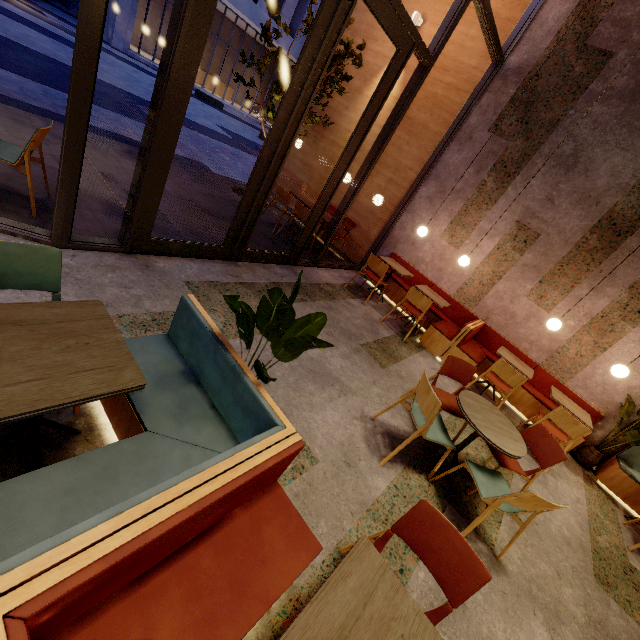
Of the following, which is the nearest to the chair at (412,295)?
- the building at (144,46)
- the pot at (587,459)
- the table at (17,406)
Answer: the pot at (587,459)

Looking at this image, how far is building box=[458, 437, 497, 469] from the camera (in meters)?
3.82

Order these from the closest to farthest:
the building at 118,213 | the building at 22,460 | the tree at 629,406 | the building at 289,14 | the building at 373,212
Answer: the building at 22,460 < the building at 118,213 < the tree at 629,406 < the building at 373,212 < the building at 289,14

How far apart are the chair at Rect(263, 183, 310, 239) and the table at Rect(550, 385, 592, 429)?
5.7m

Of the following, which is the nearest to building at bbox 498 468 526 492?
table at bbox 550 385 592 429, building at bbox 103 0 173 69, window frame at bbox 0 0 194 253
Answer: window frame at bbox 0 0 194 253

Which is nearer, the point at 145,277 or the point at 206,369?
the point at 206,369

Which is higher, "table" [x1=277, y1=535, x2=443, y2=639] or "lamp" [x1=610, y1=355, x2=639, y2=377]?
"lamp" [x1=610, y1=355, x2=639, y2=377]

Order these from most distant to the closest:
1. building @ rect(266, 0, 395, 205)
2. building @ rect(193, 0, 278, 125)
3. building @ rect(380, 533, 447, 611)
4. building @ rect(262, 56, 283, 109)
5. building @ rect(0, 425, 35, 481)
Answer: building @ rect(262, 56, 283, 109), building @ rect(193, 0, 278, 125), building @ rect(266, 0, 395, 205), building @ rect(380, 533, 447, 611), building @ rect(0, 425, 35, 481)
